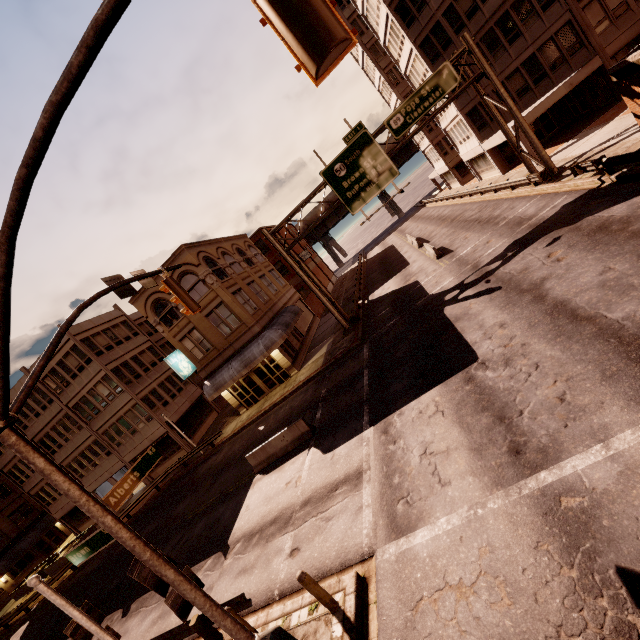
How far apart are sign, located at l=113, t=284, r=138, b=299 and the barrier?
9.0m

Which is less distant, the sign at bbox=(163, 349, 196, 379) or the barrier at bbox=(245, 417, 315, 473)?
the barrier at bbox=(245, 417, 315, 473)

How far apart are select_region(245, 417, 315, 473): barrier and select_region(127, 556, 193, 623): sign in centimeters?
893cm

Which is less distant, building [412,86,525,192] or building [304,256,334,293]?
building [412,86,525,192]

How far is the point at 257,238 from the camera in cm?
4481

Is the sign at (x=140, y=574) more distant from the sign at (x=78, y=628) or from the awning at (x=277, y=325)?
the awning at (x=277, y=325)

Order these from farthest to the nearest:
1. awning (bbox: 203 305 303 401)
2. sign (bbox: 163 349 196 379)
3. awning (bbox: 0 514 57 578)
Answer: awning (bbox: 0 514 57 578) < sign (bbox: 163 349 196 379) < awning (bbox: 203 305 303 401)

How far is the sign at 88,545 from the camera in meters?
6.0 m
